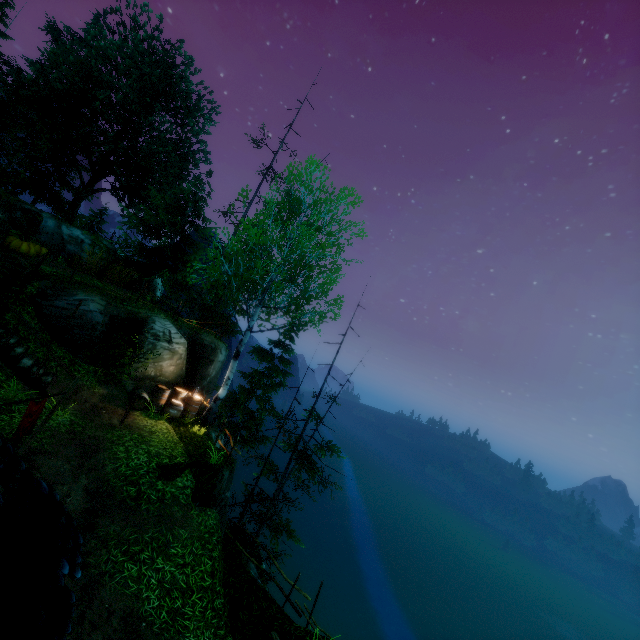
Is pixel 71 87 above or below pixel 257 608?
above

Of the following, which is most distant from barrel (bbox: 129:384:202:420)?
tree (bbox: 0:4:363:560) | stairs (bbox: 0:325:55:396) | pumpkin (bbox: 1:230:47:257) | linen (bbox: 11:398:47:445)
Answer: tree (bbox: 0:4:363:560)

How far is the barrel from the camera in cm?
1295

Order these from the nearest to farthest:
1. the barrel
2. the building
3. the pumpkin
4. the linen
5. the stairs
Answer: the building
the linen
the stairs
the barrel
the pumpkin

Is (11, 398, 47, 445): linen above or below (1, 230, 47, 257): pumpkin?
below

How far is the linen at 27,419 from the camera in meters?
6.8

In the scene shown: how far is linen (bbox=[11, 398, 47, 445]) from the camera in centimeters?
678cm

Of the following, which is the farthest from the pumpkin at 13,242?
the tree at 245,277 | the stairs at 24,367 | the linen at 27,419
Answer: the tree at 245,277
